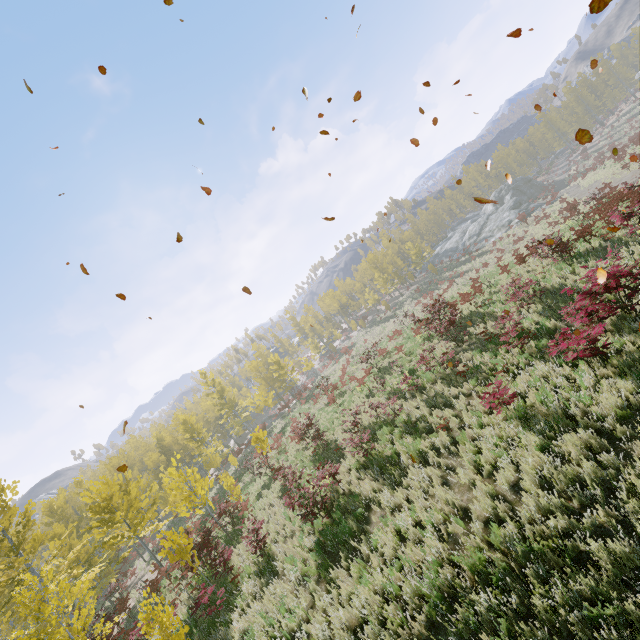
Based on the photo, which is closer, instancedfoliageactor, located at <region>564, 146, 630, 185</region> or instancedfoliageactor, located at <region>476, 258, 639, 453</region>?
instancedfoliageactor, located at <region>476, 258, 639, 453</region>

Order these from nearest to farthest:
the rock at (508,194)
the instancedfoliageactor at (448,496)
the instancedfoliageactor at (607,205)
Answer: the instancedfoliageactor at (448,496) → the instancedfoliageactor at (607,205) → the rock at (508,194)

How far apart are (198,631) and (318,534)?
4.5m

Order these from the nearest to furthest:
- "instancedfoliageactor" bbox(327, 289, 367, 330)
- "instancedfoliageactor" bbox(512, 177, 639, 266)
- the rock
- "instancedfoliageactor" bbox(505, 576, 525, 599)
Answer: "instancedfoliageactor" bbox(505, 576, 525, 599)
"instancedfoliageactor" bbox(512, 177, 639, 266)
the rock
"instancedfoliageactor" bbox(327, 289, 367, 330)

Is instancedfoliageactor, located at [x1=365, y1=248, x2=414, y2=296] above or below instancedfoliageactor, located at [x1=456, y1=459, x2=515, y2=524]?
above

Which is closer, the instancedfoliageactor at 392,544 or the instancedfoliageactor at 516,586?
the instancedfoliageactor at 516,586
